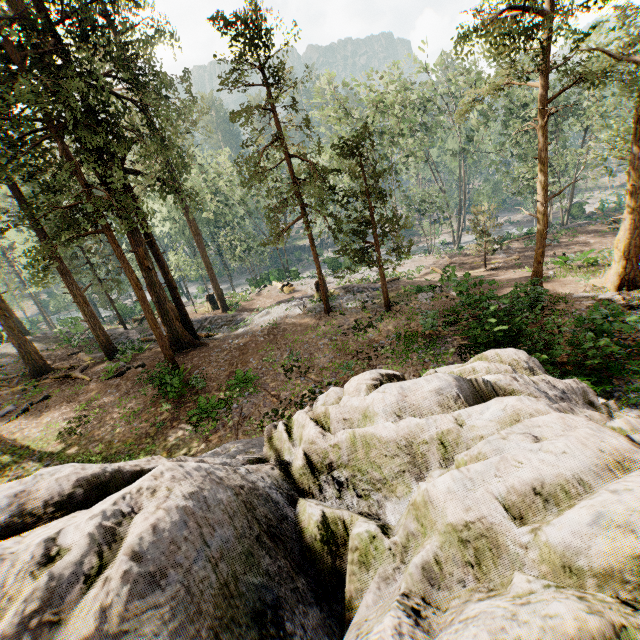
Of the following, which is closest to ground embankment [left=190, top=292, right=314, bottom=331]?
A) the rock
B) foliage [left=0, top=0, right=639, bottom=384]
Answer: foliage [left=0, top=0, right=639, bottom=384]

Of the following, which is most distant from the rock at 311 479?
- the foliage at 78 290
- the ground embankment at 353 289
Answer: the ground embankment at 353 289

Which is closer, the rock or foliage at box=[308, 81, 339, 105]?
the rock

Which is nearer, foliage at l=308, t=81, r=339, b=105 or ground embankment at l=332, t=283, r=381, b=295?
ground embankment at l=332, t=283, r=381, b=295

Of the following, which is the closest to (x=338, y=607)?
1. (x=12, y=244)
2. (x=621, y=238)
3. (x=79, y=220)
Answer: (x=79, y=220)

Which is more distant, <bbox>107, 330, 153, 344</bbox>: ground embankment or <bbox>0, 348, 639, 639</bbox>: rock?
<bbox>107, 330, 153, 344</bbox>: ground embankment

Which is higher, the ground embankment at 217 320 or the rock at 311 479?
the rock at 311 479

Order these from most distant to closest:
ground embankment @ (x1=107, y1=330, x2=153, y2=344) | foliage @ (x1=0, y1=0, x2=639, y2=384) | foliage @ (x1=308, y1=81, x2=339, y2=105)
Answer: foliage @ (x1=308, y1=81, x2=339, y2=105) < ground embankment @ (x1=107, y1=330, x2=153, y2=344) < foliage @ (x1=0, y1=0, x2=639, y2=384)
